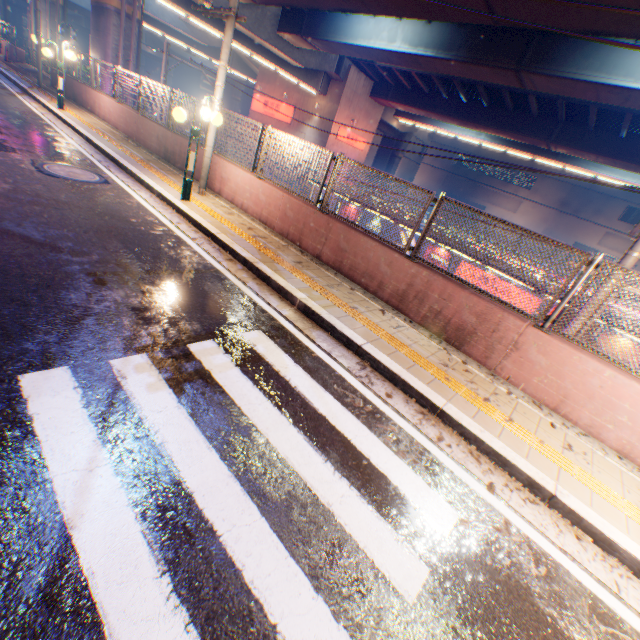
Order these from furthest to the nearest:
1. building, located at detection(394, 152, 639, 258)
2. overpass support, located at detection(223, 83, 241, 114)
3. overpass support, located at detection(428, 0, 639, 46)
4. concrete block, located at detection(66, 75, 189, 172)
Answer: overpass support, located at detection(223, 83, 241, 114), building, located at detection(394, 152, 639, 258), concrete block, located at detection(66, 75, 189, 172), overpass support, located at detection(428, 0, 639, 46)

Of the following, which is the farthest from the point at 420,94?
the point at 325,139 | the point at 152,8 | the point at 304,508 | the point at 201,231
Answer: the point at 304,508

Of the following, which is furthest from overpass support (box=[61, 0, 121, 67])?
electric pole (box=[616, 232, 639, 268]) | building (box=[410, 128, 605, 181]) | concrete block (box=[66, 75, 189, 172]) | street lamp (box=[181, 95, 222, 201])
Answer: building (box=[410, 128, 605, 181])

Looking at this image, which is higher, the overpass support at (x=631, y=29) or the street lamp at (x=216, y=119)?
the overpass support at (x=631, y=29)

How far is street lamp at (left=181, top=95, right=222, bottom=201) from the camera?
7.26m

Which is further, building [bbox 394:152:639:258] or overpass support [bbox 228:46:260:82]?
building [bbox 394:152:639:258]

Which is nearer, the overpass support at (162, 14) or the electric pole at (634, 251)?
the electric pole at (634, 251)

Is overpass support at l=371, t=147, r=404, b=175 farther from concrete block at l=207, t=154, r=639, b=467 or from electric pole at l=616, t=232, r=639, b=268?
electric pole at l=616, t=232, r=639, b=268
